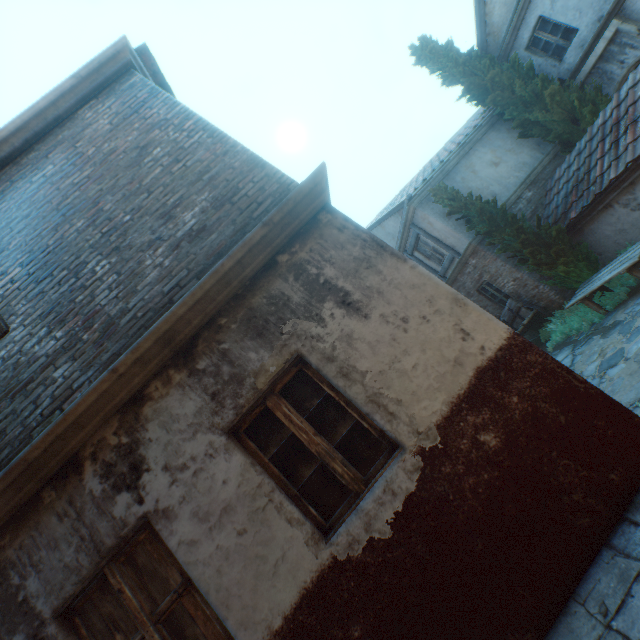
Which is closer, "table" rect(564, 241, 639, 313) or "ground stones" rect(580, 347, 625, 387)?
"ground stones" rect(580, 347, 625, 387)

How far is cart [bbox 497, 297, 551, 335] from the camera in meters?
10.6 m

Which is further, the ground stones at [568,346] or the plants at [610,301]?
the plants at [610,301]

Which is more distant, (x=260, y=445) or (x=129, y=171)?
(x=129, y=171)

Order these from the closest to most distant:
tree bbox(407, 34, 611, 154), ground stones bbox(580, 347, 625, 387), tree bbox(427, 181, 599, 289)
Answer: ground stones bbox(580, 347, 625, 387) → tree bbox(427, 181, 599, 289) → tree bbox(407, 34, 611, 154)

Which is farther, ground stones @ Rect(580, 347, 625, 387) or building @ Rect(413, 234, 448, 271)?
building @ Rect(413, 234, 448, 271)

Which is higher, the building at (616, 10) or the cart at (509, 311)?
the building at (616, 10)

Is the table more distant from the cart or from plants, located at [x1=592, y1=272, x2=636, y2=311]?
the cart
